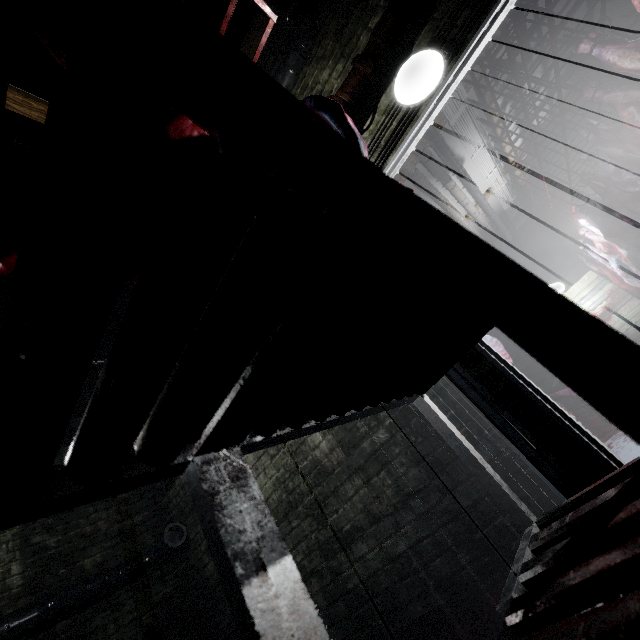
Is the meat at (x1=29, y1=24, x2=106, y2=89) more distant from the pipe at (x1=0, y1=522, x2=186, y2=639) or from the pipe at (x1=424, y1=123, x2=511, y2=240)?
the pipe at (x1=0, y1=522, x2=186, y2=639)

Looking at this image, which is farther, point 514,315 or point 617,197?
point 617,197

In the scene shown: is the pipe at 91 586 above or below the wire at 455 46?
below

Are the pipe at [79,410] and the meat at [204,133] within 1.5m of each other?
no

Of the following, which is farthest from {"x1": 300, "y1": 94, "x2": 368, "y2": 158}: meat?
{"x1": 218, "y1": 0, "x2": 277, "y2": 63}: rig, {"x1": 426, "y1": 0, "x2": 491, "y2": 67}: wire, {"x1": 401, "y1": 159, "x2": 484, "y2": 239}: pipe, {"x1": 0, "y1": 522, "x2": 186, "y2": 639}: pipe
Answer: {"x1": 0, "y1": 522, "x2": 186, "y2": 639}: pipe

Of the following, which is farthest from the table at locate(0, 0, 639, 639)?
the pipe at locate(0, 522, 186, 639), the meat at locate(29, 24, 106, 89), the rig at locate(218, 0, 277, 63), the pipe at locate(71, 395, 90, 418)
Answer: the pipe at locate(71, 395, 90, 418)

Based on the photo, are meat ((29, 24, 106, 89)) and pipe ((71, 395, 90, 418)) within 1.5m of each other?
no

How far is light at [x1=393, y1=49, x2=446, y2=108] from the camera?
1.9 meters
